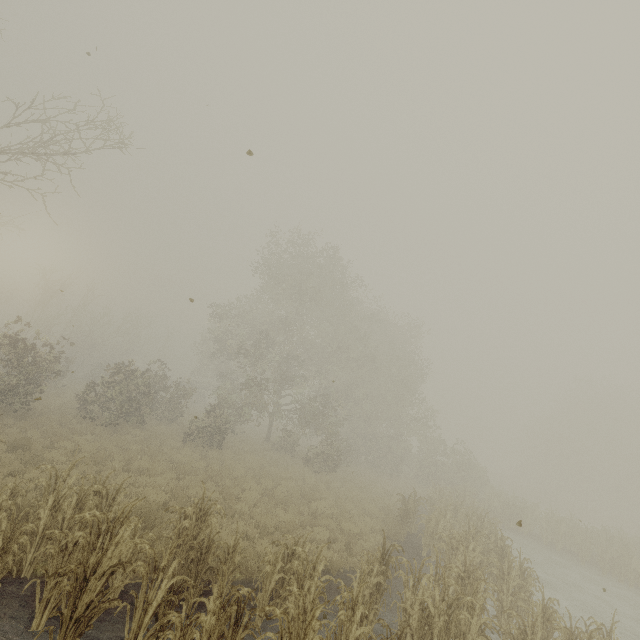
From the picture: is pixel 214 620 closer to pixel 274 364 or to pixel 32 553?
pixel 32 553
